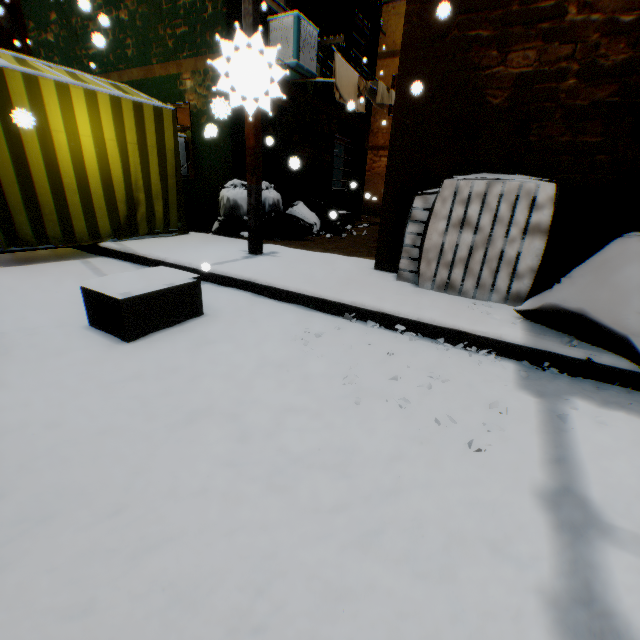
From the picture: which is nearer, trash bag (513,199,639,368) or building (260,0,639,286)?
trash bag (513,199,639,368)

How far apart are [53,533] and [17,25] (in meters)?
19.11

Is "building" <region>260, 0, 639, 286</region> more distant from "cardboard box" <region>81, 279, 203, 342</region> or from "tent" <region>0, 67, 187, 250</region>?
"cardboard box" <region>81, 279, 203, 342</region>

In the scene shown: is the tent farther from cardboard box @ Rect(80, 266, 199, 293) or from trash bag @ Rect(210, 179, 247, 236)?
cardboard box @ Rect(80, 266, 199, 293)

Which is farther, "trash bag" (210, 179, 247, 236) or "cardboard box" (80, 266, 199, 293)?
"trash bag" (210, 179, 247, 236)

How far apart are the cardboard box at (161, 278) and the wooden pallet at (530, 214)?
2.23m

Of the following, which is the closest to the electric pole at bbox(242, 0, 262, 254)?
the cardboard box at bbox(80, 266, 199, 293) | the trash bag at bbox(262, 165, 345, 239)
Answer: the trash bag at bbox(262, 165, 345, 239)

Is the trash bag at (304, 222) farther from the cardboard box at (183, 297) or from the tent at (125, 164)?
the cardboard box at (183, 297)
